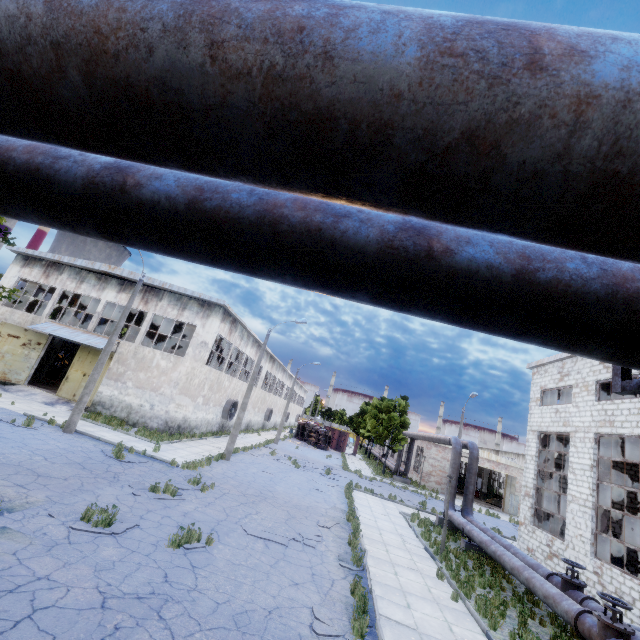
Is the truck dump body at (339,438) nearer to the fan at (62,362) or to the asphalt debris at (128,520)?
the fan at (62,362)

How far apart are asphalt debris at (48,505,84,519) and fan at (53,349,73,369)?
30.8m

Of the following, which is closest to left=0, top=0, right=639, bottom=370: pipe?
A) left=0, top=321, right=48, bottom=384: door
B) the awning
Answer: left=0, top=321, right=48, bottom=384: door

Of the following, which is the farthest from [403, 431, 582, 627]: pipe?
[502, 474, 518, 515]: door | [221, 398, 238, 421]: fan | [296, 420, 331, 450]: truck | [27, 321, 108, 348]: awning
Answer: [27, 321, 108, 348]: awning

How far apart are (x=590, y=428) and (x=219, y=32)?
20.5m

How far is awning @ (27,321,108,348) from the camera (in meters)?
22.55

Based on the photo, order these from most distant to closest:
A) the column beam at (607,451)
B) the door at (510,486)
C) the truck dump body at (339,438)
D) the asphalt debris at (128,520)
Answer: the truck dump body at (339,438) < the door at (510,486) < the column beam at (607,451) < the asphalt debris at (128,520)

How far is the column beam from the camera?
15.3m
